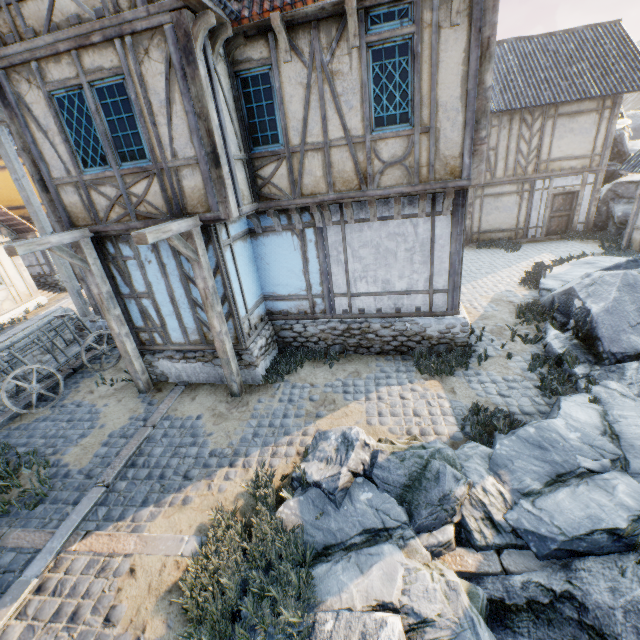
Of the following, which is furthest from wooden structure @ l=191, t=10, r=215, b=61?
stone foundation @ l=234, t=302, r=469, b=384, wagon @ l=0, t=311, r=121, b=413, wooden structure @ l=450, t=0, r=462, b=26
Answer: wagon @ l=0, t=311, r=121, b=413

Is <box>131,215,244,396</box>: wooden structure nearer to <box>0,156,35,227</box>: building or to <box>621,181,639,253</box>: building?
<box>621,181,639,253</box>: building

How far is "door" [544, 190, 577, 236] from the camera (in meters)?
15.19

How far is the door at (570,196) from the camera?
15.19m

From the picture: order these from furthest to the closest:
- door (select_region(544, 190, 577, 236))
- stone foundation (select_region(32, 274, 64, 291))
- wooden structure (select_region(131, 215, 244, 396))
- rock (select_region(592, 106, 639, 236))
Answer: stone foundation (select_region(32, 274, 64, 291)) → door (select_region(544, 190, 577, 236)) → rock (select_region(592, 106, 639, 236)) → wooden structure (select_region(131, 215, 244, 396))

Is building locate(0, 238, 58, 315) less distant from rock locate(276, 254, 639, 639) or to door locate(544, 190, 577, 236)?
rock locate(276, 254, 639, 639)

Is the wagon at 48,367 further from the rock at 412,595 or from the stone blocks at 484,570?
the rock at 412,595

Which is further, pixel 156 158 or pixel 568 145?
pixel 568 145
